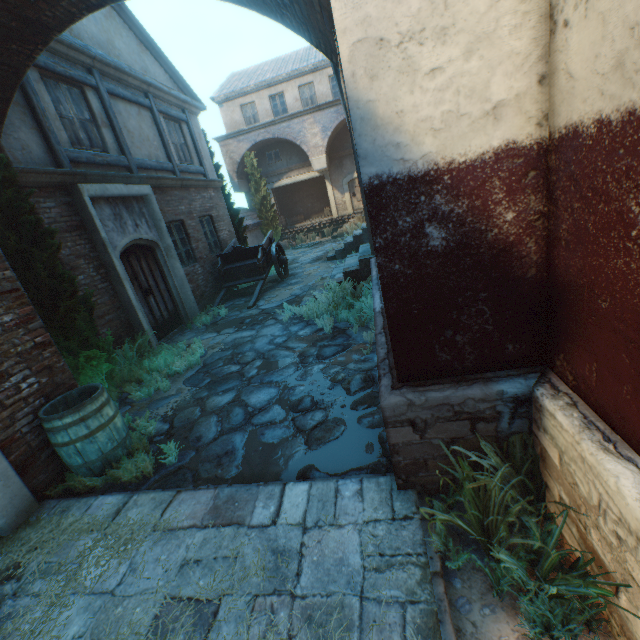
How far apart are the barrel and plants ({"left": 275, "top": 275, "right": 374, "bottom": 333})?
3.56m

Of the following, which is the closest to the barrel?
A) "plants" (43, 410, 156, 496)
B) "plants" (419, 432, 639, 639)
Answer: "plants" (43, 410, 156, 496)

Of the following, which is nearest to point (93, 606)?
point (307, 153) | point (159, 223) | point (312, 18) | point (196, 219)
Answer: point (312, 18)

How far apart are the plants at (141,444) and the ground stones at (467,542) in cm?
289

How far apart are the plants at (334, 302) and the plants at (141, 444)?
3.3m

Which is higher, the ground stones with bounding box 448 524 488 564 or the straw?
the straw

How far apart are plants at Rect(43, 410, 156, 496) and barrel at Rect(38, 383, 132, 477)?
0.0m

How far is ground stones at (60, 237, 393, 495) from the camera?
3.27m
